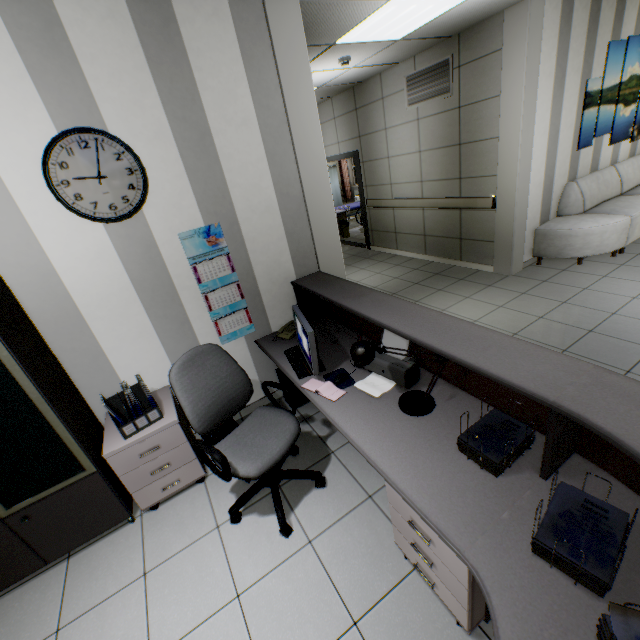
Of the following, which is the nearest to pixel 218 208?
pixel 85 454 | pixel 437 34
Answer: pixel 85 454

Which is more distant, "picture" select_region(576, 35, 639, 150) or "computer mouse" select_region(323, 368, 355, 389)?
"picture" select_region(576, 35, 639, 150)

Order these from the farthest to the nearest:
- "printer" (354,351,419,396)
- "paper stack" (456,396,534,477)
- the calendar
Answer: the calendar < "printer" (354,351,419,396) < "paper stack" (456,396,534,477)

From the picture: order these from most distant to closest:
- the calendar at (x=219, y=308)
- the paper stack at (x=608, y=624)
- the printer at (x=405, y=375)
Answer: the calendar at (x=219, y=308), the printer at (x=405, y=375), the paper stack at (x=608, y=624)

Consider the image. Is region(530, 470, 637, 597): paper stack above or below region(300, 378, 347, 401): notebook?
above

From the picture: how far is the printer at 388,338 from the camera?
2.1 meters

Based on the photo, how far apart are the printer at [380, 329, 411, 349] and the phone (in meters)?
0.92

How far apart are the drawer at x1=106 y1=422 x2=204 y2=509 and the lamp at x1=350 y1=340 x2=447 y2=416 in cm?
165
